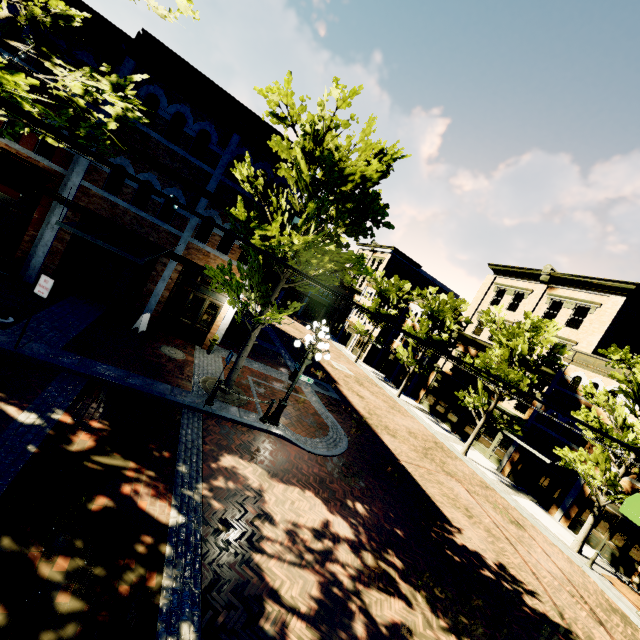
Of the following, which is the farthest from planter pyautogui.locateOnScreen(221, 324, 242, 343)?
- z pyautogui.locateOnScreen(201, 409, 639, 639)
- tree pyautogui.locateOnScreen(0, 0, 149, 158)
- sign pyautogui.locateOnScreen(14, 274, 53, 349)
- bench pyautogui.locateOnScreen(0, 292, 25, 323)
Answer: sign pyautogui.locateOnScreen(14, 274, 53, 349)

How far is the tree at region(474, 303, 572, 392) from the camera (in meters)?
19.33

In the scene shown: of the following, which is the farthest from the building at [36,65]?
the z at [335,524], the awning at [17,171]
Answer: the awning at [17,171]

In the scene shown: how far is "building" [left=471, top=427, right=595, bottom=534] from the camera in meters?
17.9 m

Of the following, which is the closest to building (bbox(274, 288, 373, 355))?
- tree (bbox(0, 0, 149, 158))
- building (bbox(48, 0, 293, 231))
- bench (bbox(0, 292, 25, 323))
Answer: building (bbox(48, 0, 293, 231))

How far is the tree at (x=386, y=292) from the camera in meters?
8.7 m

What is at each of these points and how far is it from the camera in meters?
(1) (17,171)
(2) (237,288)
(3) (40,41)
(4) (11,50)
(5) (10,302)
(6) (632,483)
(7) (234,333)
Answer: (1) awning, 10.8
(2) tree, 10.0
(3) tree, 9.2
(4) building, 10.6
(5) bench, 8.7
(6) building, 16.5
(7) planter, 17.7
